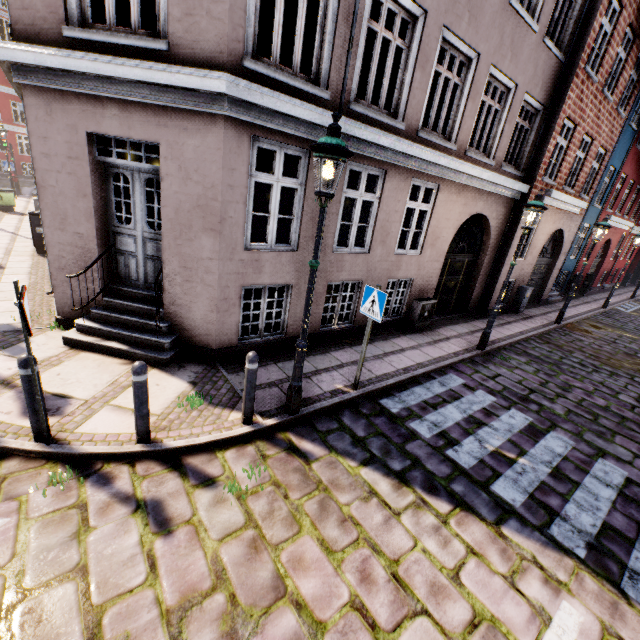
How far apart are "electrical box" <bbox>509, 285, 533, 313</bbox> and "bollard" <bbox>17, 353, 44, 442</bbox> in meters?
14.2 m

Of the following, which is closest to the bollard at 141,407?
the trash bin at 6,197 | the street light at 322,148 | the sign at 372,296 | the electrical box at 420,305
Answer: the street light at 322,148

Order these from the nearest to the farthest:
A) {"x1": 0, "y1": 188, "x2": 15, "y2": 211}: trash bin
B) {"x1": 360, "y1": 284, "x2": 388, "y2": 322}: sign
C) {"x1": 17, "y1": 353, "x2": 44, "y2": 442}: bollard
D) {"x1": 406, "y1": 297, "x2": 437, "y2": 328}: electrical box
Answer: {"x1": 17, "y1": 353, "x2": 44, "y2": 442}: bollard → {"x1": 360, "y1": 284, "x2": 388, "y2": 322}: sign → {"x1": 406, "y1": 297, "x2": 437, "y2": 328}: electrical box → {"x1": 0, "y1": 188, "x2": 15, "y2": 211}: trash bin

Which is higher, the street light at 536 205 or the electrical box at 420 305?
the street light at 536 205

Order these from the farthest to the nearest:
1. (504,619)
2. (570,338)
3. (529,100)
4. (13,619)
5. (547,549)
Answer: (570,338)
(529,100)
(547,549)
(504,619)
(13,619)

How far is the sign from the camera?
5.0m

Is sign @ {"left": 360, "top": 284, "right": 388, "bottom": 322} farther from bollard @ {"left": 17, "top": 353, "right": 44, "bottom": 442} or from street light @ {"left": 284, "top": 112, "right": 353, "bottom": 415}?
bollard @ {"left": 17, "top": 353, "right": 44, "bottom": 442}

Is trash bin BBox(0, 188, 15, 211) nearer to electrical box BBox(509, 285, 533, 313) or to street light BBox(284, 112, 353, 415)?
street light BBox(284, 112, 353, 415)
